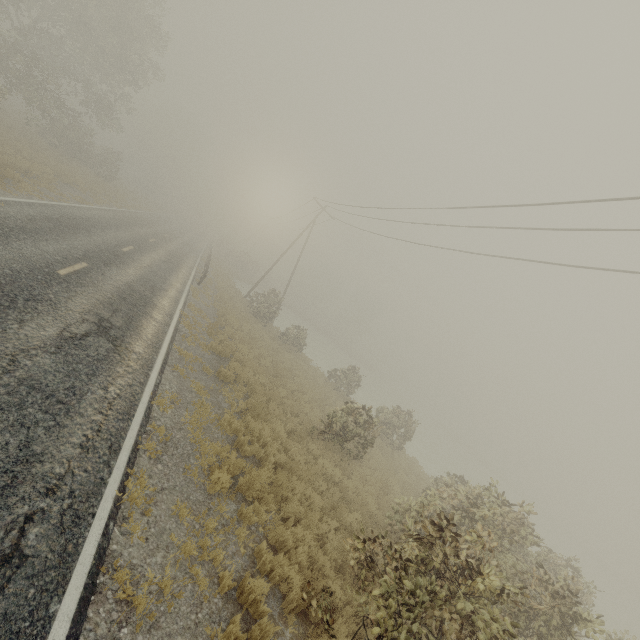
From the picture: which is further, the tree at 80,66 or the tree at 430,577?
the tree at 80,66

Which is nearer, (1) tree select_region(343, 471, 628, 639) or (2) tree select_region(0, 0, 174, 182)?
(1) tree select_region(343, 471, 628, 639)

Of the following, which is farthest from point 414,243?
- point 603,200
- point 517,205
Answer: point 603,200
